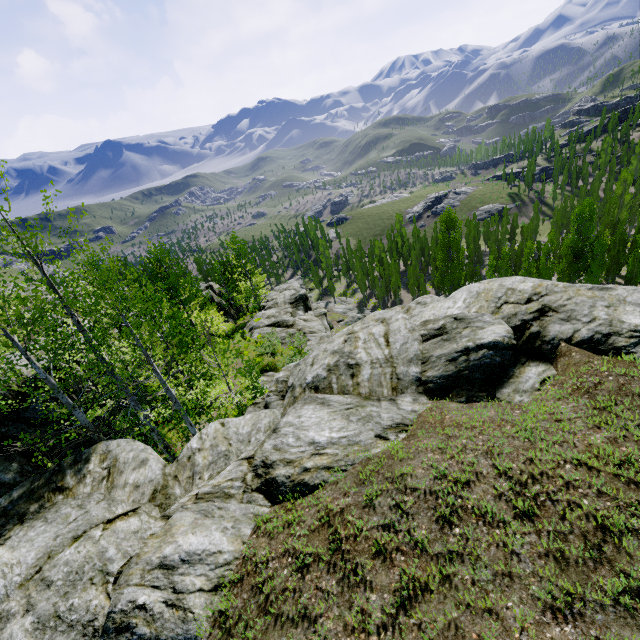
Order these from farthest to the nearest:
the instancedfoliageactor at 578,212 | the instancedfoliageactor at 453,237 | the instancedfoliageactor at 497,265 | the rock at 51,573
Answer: the instancedfoliageactor at 453,237
the instancedfoliageactor at 497,265
the instancedfoliageactor at 578,212
the rock at 51,573

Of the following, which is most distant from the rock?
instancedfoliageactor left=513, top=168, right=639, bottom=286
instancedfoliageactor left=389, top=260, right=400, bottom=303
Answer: instancedfoliageactor left=389, top=260, right=400, bottom=303

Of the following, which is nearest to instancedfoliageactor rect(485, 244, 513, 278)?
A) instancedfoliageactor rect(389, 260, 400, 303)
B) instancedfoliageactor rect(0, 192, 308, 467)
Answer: instancedfoliageactor rect(389, 260, 400, 303)

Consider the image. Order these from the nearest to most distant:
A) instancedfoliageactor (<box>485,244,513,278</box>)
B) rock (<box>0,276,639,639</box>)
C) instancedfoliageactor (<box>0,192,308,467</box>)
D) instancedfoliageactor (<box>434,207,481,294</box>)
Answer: rock (<box>0,276,639,639</box>) < instancedfoliageactor (<box>0,192,308,467</box>) < instancedfoliageactor (<box>485,244,513,278</box>) < instancedfoliageactor (<box>434,207,481,294</box>)

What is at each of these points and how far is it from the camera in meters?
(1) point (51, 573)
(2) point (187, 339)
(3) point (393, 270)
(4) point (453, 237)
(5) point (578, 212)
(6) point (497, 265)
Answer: (1) rock, 5.3 m
(2) instancedfoliageactor, 13.2 m
(3) instancedfoliageactor, 56.7 m
(4) instancedfoliageactor, 48.2 m
(5) instancedfoliageactor, 39.4 m
(6) instancedfoliageactor, 51.7 m

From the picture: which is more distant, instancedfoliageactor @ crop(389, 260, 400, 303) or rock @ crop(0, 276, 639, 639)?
instancedfoliageactor @ crop(389, 260, 400, 303)

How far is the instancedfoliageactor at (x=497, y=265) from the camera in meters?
45.1 m

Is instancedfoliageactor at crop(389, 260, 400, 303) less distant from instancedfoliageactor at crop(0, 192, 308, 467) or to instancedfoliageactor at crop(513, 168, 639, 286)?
instancedfoliageactor at crop(513, 168, 639, 286)
